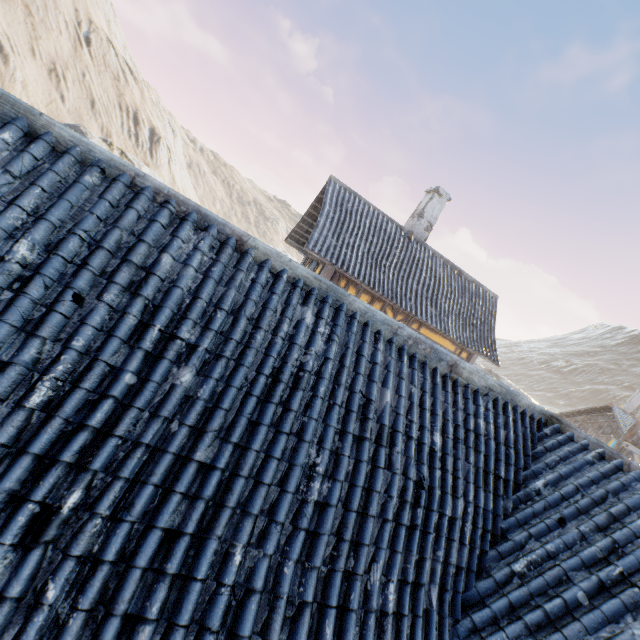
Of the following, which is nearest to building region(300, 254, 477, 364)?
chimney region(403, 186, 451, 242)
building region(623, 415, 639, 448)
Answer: chimney region(403, 186, 451, 242)

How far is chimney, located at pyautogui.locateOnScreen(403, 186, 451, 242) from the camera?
14.1 meters

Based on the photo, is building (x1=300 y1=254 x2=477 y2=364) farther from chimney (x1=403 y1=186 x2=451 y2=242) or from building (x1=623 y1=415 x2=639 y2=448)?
building (x1=623 y1=415 x2=639 y2=448)

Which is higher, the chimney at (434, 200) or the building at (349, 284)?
the chimney at (434, 200)

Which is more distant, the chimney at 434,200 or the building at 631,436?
the chimney at 434,200

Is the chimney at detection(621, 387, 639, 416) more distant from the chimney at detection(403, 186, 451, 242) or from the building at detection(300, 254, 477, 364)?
the chimney at detection(403, 186, 451, 242)

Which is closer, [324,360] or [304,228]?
[324,360]

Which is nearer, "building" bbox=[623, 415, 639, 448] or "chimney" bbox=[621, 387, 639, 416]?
"building" bbox=[623, 415, 639, 448]
